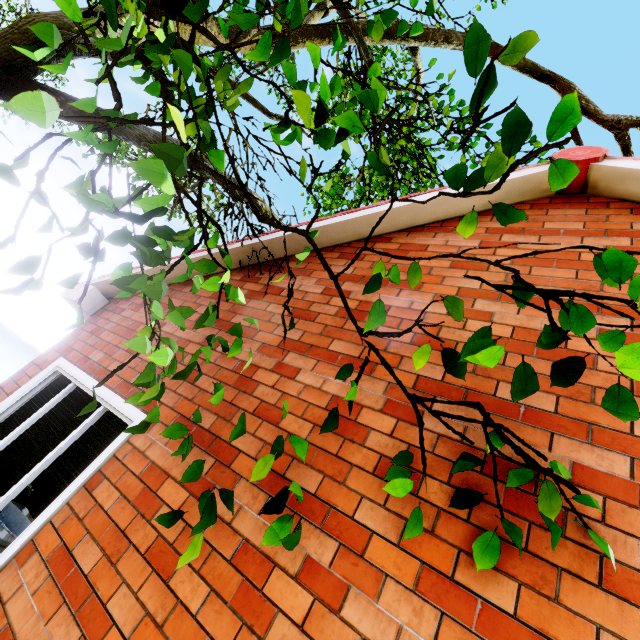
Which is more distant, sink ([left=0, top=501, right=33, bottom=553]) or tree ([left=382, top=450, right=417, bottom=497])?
sink ([left=0, top=501, right=33, bottom=553])

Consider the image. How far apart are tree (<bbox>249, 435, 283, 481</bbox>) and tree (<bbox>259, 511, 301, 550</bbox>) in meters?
0.2 m

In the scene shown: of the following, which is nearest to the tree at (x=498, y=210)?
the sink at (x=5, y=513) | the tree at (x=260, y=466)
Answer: the tree at (x=260, y=466)

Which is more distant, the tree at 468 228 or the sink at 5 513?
the sink at 5 513

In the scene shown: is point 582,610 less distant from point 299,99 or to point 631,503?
point 631,503

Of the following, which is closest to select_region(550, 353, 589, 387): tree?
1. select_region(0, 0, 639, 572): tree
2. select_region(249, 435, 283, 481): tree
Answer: select_region(249, 435, 283, 481): tree

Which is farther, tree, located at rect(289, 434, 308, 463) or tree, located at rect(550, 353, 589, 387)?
tree, located at rect(289, 434, 308, 463)
